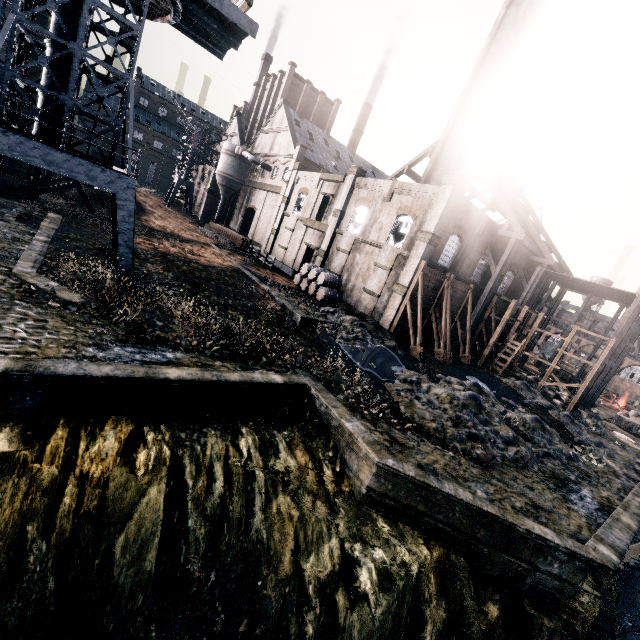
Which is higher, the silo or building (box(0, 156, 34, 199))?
the silo

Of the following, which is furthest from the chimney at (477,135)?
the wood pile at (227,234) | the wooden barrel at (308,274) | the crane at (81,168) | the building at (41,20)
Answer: the building at (41,20)

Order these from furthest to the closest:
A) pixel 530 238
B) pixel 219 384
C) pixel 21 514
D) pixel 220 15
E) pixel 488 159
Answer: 1. pixel 488 159
2. pixel 530 238
3. pixel 220 15
4. pixel 219 384
5. pixel 21 514

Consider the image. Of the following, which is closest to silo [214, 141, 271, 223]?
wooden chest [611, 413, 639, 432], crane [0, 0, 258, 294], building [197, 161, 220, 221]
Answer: building [197, 161, 220, 221]

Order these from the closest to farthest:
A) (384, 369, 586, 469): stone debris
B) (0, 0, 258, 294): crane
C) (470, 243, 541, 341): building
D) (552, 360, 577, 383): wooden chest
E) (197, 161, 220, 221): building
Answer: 1. (0, 0, 258, 294): crane
2. (384, 369, 586, 469): stone debris
3. (470, 243, 541, 341): building
4. (552, 360, 577, 383): wooden chest
5. (197, 161, 220, 221): building

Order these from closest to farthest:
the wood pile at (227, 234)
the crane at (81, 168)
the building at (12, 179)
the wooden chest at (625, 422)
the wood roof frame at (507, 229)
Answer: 1. the crane at (81, 168)
2. the building at (12, 179)
3. the wood roof frame at (507, 229)
4. the wooden chest at (625, 422)
5. the wood pile at (227, 234)

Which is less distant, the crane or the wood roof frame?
the crane

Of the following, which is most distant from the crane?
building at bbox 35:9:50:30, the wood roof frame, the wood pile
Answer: building at bbox 35:9:50:30
